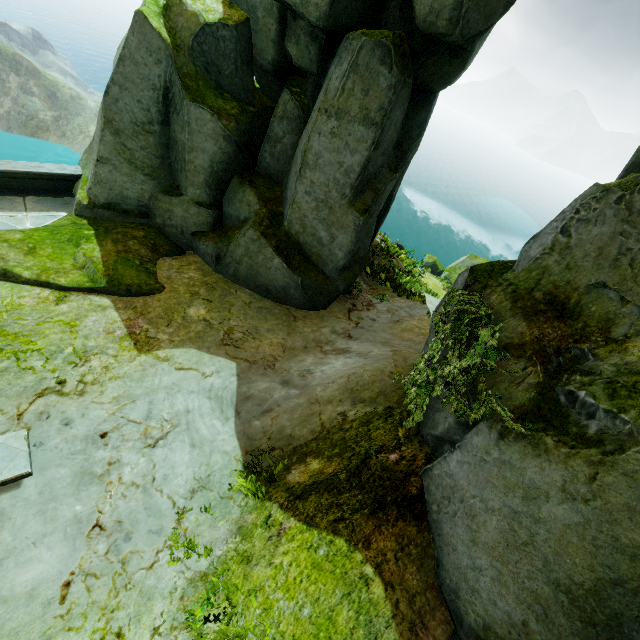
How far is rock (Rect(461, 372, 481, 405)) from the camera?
4.0 meters

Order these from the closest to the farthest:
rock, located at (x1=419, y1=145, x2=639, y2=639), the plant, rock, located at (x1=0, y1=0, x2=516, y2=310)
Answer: rock, located at (x1=419, y1=145, x2=639, y2=639), the plant, rock, located at (x1=0, y1=0, x2=516, y2=310)

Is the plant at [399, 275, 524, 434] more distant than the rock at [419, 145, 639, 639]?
Yes

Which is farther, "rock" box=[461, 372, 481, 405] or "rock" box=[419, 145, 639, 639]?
"rock" box=[461, 372, 481, 405]

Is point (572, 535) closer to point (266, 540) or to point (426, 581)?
point (426, 581)

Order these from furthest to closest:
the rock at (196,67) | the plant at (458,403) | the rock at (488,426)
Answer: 1. the rock at (196,67)
2. the plant at (458,403)
3. the rock at (488,426)

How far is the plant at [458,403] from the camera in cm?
358
